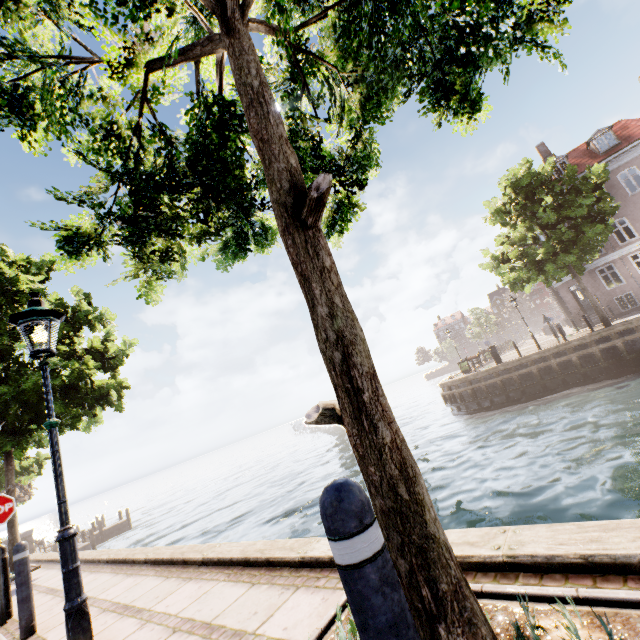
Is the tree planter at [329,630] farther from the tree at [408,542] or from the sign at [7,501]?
the sign at [7,501]

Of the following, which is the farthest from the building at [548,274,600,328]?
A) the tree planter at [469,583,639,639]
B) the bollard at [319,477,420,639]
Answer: the bollard at [319,477,420,639]

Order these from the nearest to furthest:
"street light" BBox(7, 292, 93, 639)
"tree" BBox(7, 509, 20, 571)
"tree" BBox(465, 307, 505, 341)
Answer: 1. "street light" BBox(7, 292, 93, 639)
2. "tree" BBox(7, 509, 20, 571)
3. "tree" BBox(465, 307, 505, 341)

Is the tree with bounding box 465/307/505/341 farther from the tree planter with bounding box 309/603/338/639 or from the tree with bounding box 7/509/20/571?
the tree planter with bounding box 309/603/338/639

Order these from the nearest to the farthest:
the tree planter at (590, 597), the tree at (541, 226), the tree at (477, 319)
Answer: the tree planter at (590, 597), the tree at (541, 226), the tree at (477, 319)

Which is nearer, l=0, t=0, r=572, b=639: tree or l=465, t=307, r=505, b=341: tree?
l=0, t=0, r=572, b=639: tree

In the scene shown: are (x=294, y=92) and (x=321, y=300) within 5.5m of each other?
yes

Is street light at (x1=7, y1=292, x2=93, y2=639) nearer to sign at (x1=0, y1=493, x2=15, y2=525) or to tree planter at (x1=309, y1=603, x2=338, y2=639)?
tree planter at (x1=309, y1=603, x2=338, y2=639)
